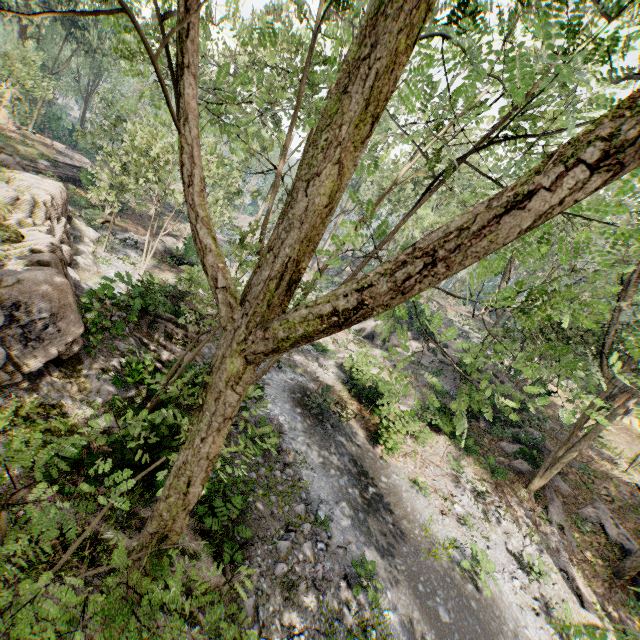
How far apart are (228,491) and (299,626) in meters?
3.5 m

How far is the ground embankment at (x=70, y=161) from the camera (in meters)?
26.88

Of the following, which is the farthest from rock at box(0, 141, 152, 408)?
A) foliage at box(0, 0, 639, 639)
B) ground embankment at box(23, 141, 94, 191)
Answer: ground embankment at box(23, 141, 94, 191)

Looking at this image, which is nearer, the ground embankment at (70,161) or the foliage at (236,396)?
the foliage at (236,396)

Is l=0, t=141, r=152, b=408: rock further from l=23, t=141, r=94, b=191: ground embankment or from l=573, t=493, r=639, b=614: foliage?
l=23, t=141, r=94, b=191: ground embankment

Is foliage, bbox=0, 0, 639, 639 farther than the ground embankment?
No

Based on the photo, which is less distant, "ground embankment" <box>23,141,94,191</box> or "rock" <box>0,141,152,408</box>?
"rock" <box>0,141,152,408</box>
